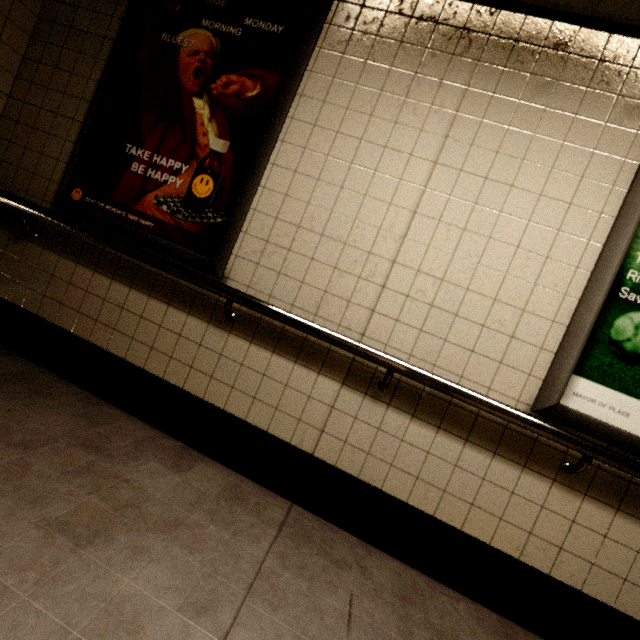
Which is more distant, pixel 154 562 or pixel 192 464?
pixel 192 464

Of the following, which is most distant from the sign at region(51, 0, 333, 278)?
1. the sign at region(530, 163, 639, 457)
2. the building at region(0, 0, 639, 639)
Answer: the sign at region(530, 163, 639, 457)

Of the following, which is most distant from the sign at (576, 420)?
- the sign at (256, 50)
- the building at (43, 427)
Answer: the sign at (256, 50)

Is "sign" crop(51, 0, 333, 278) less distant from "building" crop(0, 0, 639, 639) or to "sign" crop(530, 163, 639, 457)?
"building" crop(0, 0, 639, 639)

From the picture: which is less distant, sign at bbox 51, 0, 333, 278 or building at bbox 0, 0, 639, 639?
building at bbox 0, 0, 639, 639

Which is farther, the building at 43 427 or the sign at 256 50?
the sign at 256 50
